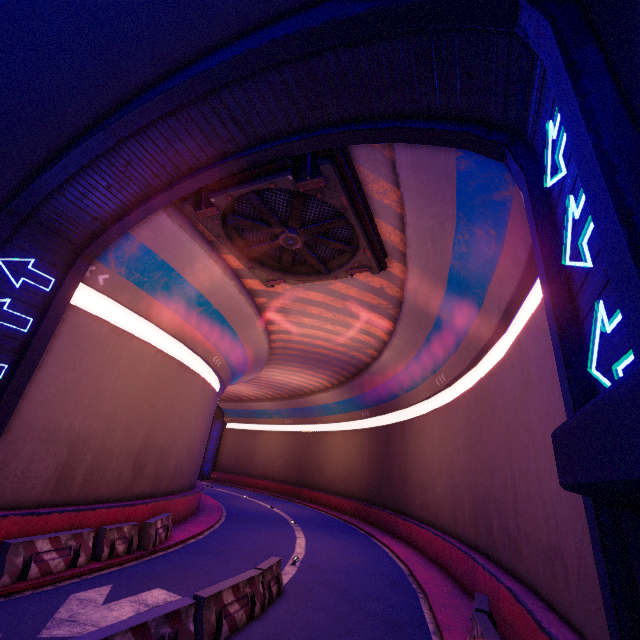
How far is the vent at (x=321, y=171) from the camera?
9.2 meters

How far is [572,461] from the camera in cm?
227

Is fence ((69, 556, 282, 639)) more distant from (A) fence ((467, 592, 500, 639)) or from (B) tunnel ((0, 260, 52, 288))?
(A) fence ((467, 592, 500, 639))

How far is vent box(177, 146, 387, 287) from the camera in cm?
918

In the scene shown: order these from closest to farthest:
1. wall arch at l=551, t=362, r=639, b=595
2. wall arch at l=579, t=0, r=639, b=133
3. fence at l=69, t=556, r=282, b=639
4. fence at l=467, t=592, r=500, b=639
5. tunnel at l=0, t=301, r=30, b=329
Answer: wall arch at l=551, t=362, r=639, b=595 < wall arch at l=579, t=0, r=639, b=133 < fence at l=69, t=556, r=282, b=639 < fence at l=467, t=592, r=500, b=639 < tunnel at l=0, t=301, r=30, b=329

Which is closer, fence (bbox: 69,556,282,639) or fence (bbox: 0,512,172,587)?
fence (bbox: 69,556,282,639)

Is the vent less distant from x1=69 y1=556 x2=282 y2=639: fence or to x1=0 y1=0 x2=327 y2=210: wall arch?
x1=0 y1=0 x2=327 y2=210: wall arch

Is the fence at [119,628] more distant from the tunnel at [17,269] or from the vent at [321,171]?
the vent at [321,171]
